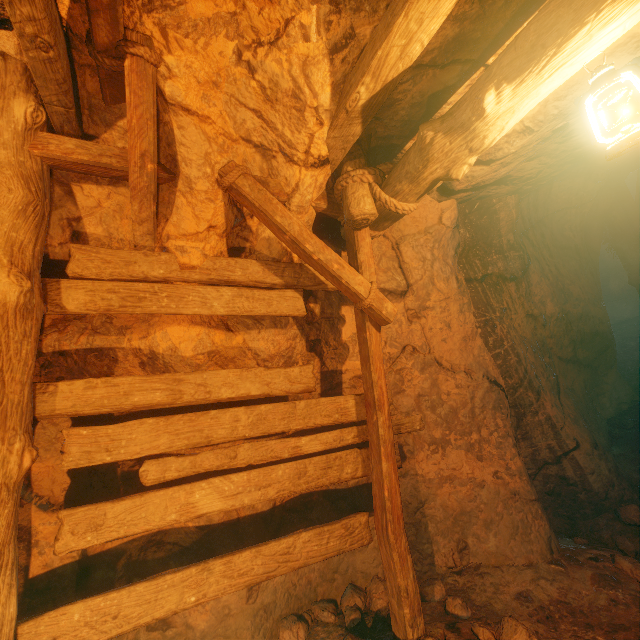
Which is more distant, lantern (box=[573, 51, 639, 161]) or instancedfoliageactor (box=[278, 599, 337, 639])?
instancedfoliageactor (box=[278, 599, 337, 639])

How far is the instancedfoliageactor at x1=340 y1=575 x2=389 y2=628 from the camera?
3.0m

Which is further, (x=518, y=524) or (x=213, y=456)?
(x=518, y=524)

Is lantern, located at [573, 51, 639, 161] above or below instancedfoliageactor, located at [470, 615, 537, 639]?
above

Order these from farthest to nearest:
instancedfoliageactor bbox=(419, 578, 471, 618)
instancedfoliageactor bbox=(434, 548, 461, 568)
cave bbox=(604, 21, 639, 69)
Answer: instancedfoliageactor bbox=(434, 548, 461, 568), instancedfoliageactor bbox=(419, 578, 471, 618), cave bbox=(604, 21, 639, 69)

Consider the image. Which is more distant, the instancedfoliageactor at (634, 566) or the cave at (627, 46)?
the instancedfoliageactor at (634, 566)

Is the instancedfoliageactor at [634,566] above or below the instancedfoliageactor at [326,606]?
below

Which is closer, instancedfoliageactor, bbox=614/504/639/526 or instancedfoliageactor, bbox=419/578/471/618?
instancedfoliageactor, bbox=419/578/471/618
